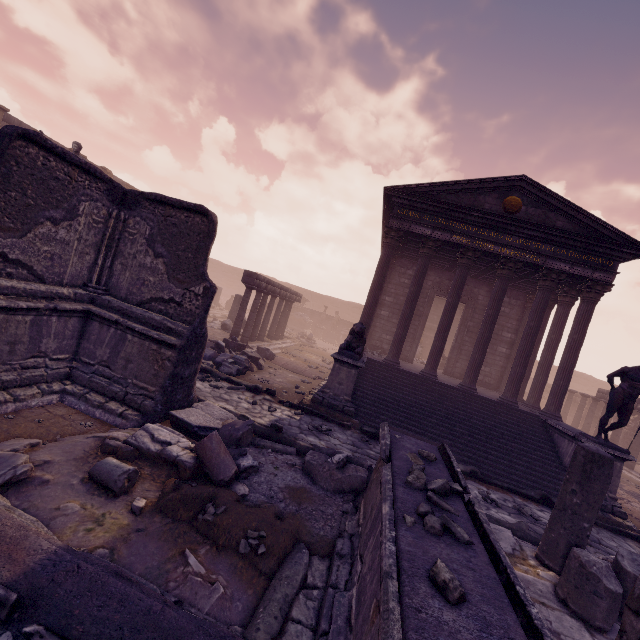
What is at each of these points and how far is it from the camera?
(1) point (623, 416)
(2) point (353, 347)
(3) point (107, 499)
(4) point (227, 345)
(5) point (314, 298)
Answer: (1) sculpture, 8.2m
(2) sculpture, 10.0m
(3) debris pile, 3.4m
(4) debris pile, 11.8m
(5) wall arch, 42.2m

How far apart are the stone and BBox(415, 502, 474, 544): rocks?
1.87m

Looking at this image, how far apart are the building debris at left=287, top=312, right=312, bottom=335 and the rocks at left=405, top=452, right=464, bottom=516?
27.3m

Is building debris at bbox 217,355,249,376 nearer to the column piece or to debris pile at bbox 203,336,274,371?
debris pile at bbox 203,336,274,371

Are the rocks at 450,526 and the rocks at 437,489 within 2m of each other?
yes

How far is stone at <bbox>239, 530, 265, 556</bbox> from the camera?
3.2 meters

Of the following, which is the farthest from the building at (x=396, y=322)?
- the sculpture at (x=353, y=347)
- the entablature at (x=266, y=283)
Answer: the entablature at (x=266, y=283)

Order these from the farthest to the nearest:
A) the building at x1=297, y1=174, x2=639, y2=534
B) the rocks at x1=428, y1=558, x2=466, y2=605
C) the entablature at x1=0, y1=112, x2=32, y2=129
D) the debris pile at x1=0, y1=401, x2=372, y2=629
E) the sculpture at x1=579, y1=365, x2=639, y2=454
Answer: the entablature at x1=0, y1=112, x2=32, y2=129
the building at x1=297, y1=174, x2=639, y2=534
the sculpture at x1=579, y1=365, x2=639, y2=454
the debris pile at x1=0, y1=401, x2=372, y2=629
the rocks at x1=428, y1=558, x2=466, y2=605
